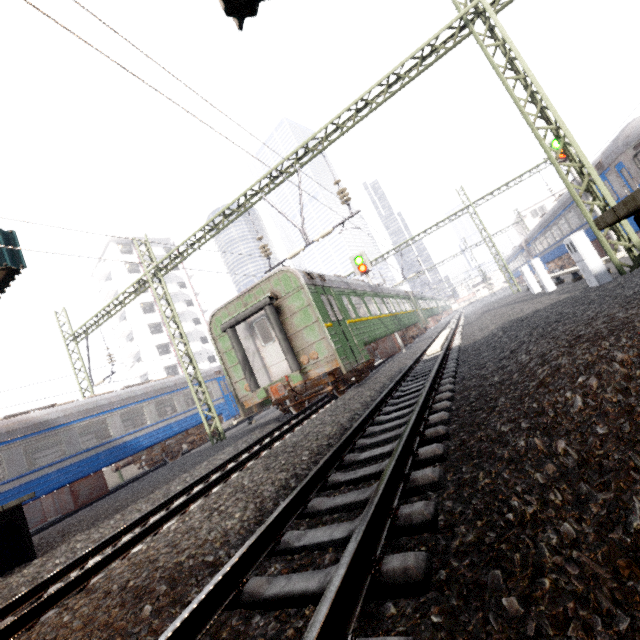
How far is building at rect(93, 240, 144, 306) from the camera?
42.4m

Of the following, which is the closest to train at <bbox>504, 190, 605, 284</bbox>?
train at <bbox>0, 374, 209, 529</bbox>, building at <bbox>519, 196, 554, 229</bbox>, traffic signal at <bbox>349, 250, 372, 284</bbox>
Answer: building at <bbox>519, 196, 554, 229</bbox>

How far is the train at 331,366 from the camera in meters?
9.6

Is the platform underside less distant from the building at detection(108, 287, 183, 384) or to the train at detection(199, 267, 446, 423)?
the train at detection(199, 267, 446, 423)

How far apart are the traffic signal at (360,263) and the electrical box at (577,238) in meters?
9.0

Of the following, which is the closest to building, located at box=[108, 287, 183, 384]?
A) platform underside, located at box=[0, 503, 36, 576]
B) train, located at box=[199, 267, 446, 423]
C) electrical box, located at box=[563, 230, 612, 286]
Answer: train, located at box=[199, 267, 446, 423]

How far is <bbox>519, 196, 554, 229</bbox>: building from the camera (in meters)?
50.44

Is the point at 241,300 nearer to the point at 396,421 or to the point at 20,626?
the point at 396,421
